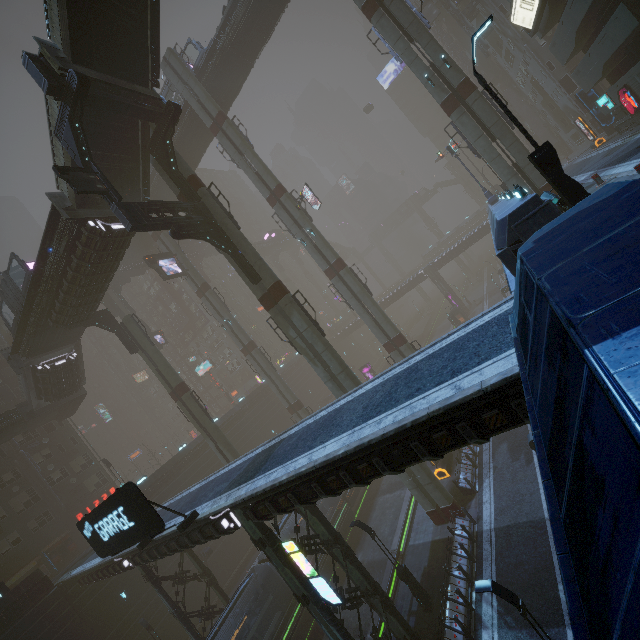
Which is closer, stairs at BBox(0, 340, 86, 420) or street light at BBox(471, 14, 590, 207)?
street light at BBox(471, 14, 590, 207)

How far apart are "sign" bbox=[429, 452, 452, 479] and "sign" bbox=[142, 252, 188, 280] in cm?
3174

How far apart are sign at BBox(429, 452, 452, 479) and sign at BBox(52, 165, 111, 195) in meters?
27.7

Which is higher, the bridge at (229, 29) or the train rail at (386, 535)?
the bridge at (229, 29)

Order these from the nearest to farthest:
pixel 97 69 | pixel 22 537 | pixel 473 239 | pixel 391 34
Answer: pixel 97 69
pixel 391 34
pixel 22 537
pixel 473 239

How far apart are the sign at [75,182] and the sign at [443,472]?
27.69m

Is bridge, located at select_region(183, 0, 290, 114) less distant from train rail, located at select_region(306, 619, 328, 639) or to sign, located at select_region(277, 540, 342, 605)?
sign, located at select_region(277, 540, 342, 605)

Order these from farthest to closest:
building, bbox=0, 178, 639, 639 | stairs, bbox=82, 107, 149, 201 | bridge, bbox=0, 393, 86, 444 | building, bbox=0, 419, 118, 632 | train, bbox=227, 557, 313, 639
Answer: bridge, bbox=0, 393, 86, 444 → building, bbox=0, 419, 118, 632 → train, bbox=227, 557, 313, 639 → stairs, bbox=82, 107, 149, 201 → building, bbox=0, 178, 639, 639
